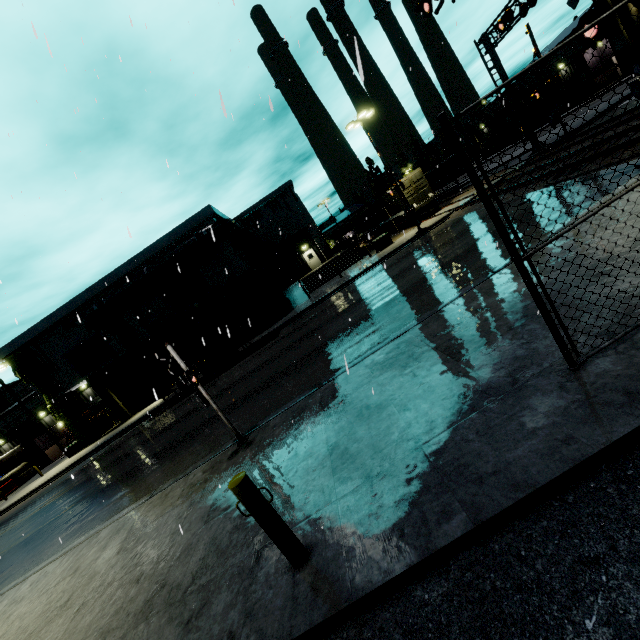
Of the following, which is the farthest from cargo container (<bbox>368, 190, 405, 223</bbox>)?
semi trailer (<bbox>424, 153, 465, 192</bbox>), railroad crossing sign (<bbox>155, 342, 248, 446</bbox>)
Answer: railroad crossing sign (<bbox>155, 342, 248, 446</bbox>)

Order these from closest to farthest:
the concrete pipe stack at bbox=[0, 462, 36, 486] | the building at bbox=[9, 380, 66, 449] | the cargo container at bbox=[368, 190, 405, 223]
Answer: the cargo container at bbox=[368, 190, 405, 223] → the concrete pipe stack at bbox=[0, 462, 36, 486] → the building at bbox=[9, 380, 66, 449]

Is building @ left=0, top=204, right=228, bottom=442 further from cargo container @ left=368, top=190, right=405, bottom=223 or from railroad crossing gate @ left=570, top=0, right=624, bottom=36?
railroad crossing gate @ left=570, top=0, right=624, bottom=36

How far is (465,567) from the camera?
→ 2.7 meters

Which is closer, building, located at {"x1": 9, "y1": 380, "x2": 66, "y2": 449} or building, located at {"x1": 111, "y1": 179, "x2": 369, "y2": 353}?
building, located at {"x1": 111, "y1": 179, "x2": 369, "y2": 353}

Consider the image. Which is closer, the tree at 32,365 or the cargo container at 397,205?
the tree at 32,365

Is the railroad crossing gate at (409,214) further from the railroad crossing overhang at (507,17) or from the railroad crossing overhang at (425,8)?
the railroad crossing overhang at (425,8)

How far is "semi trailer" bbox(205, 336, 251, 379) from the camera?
20.9 meters
